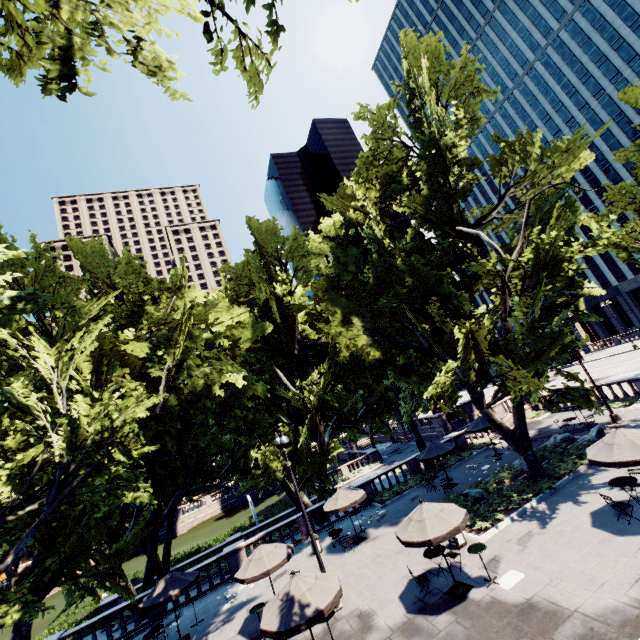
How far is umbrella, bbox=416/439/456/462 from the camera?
21.23m

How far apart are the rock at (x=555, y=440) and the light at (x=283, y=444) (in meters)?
16.69

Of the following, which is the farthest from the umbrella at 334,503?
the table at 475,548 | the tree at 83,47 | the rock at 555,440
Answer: the rock at 555,440

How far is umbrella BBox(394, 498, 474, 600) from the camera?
11.0m

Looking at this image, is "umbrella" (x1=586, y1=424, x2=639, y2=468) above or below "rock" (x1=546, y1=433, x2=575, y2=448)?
above

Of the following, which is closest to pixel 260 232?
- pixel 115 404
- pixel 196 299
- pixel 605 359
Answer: pixel 196 299

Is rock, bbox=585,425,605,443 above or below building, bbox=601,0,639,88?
below

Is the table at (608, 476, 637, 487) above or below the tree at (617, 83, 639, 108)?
below
